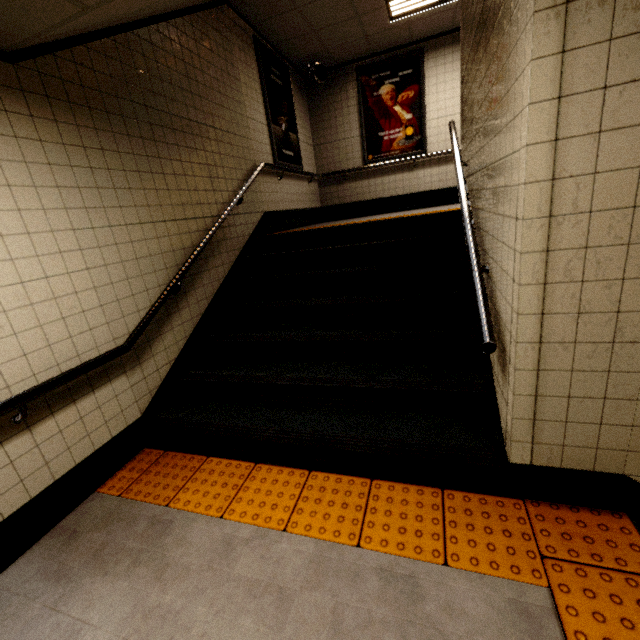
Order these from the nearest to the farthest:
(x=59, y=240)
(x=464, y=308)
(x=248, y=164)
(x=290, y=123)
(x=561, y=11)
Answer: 1. (x=561, y=11)
2. (x=59, y=240)
3. (x=464, y=308)
4. (x=248, y=164)
5. (x=290, y=123)

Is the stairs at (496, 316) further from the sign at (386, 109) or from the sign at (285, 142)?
the sign at (386, 109)

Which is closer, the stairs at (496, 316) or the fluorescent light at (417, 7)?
the stairs at (496, 316)

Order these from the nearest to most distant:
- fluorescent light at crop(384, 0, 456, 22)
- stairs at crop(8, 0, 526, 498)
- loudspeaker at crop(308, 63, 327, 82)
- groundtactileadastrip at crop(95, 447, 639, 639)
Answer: groundtactileadastrip at crop(95, 447, 639, 639) → stairs at crop(8, 0, 526, 498) → fluorescent light at crop(384, 0, 456, 22) → loudspeaker at crop(308, 63, 327, 82)

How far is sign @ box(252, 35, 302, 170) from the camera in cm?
502

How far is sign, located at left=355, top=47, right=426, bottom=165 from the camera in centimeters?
616cm

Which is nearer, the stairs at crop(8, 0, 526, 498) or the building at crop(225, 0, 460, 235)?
the stairs at crop(8, 0, 526, 498)

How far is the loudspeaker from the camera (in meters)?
6.12
